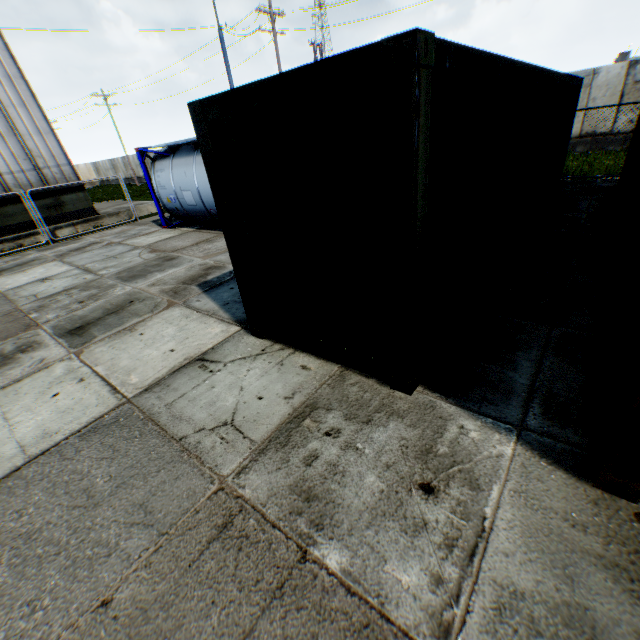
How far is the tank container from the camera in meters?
10.5 m

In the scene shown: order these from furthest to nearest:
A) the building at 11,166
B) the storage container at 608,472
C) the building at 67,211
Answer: the building at 67,211, the building at 11,166, the storage container at 608,472

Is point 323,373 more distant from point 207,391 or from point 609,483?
point 609,483

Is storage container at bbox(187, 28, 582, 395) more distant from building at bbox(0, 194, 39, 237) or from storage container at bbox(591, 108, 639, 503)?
building at bbox(0, 194, 39, 237)

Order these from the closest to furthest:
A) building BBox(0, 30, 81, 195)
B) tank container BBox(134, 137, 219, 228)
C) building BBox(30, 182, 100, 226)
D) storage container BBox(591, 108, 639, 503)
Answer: storage container BBox(591, 108, 639, 503) → tank container BBox(134, 137, 219, 228) → building BBox(0, 30, 81, 195) → building BBox(30, 182, 100, 226)

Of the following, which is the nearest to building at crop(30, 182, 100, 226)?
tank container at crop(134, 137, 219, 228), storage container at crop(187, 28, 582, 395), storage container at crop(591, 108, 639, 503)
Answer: tank container at crop(134, 137, 219, 228)

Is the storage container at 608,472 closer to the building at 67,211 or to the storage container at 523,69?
the storage container at 523,69

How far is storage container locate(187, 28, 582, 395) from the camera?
2.4m
